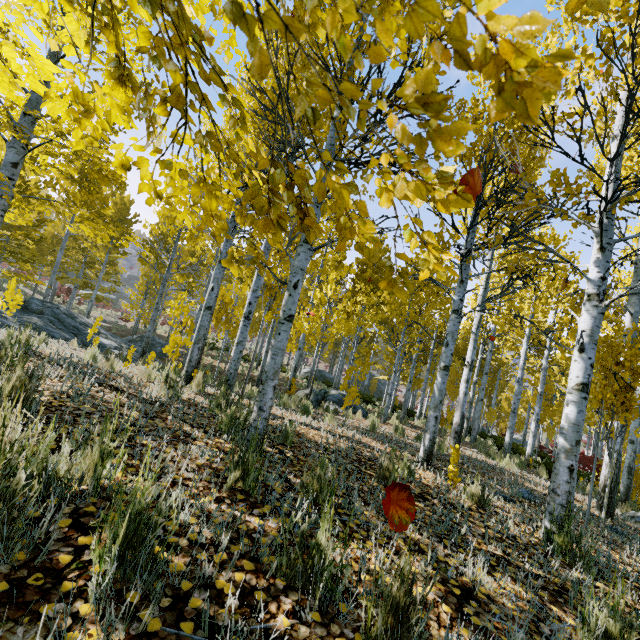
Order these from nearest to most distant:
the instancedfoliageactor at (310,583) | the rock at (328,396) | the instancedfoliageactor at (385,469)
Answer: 1. the instancedfoliageactor at (310,583)
2. the instancedfoliageactor at (385,469)
3. the rock at (328,396)

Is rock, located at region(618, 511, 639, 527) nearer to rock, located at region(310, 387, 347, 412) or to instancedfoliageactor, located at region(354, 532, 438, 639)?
instancedfoliageactor, located at region(354, 532, 438, 639)

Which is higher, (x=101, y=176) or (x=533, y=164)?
(x=533, y=164)

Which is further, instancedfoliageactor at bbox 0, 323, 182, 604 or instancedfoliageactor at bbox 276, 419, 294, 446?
instancedfoliageactor at bbox 276, 419, 294, 446

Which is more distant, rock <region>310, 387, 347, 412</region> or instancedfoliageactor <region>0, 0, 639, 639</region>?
rock <region>310, 387, 347, 412</region>

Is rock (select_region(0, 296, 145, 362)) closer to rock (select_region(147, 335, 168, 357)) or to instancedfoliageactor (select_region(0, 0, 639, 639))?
instancedfoliageactor (select_region(0, 0, 639, 639))

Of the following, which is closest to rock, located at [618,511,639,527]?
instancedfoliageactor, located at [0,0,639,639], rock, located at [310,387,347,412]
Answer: instancedfoliageactor, located at [0,0,639,639]

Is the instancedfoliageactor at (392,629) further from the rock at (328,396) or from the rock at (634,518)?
the rock at (328,396)
